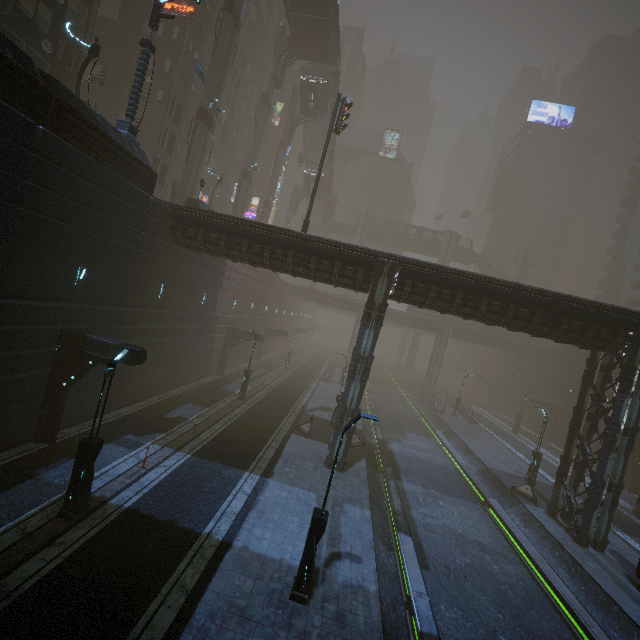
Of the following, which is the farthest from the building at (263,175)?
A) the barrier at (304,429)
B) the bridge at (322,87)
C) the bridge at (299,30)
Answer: the bridge at (322,87)

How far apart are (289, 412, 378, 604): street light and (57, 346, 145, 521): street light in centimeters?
665cm

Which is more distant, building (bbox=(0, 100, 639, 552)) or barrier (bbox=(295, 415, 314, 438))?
barrier (bbox=(295, 415, 314, 438))

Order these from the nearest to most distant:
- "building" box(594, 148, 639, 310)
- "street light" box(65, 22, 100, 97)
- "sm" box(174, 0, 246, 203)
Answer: "street light" box(65, 22, 100, 97) → "sm" box(174, 0, 246, 203) → "building" box(594, 148, 639, 310)

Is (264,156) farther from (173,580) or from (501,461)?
(173,580)

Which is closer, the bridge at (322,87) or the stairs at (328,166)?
the bridge at (322,87)

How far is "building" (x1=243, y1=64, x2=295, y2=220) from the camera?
52.34m

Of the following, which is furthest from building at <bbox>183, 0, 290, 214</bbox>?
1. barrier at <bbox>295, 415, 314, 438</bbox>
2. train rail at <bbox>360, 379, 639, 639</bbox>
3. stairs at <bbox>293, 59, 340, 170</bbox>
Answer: stairs at <bbox>293, 59, 340, 170</bbox>
